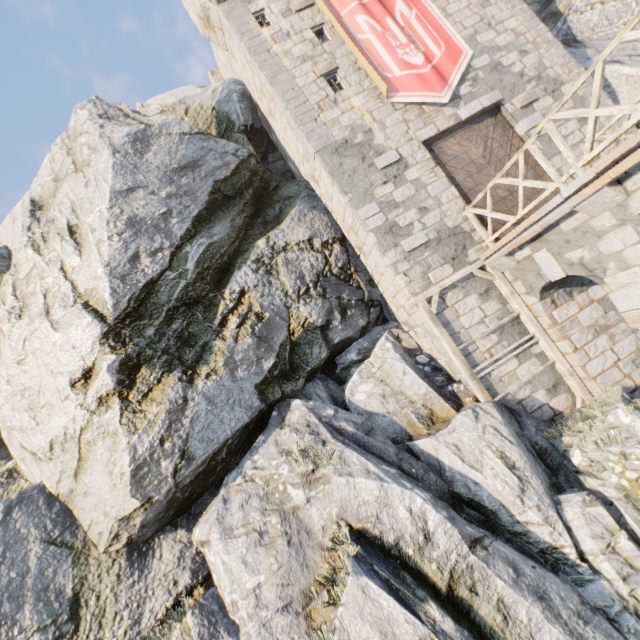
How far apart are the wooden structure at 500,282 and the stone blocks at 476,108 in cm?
459

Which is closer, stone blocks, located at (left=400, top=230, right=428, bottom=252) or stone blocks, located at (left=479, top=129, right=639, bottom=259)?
stone blocks, located at (left=479, top=129, right=639, bottom=259)

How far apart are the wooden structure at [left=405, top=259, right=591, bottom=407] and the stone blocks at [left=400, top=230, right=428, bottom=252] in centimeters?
119cm

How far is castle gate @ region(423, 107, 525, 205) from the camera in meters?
9.8 m

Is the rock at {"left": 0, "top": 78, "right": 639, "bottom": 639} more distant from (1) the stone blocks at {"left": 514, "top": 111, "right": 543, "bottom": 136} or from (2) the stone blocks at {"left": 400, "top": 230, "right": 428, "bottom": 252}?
(1) the stone blocks at {"left": 514, "top": 111, "right": 543, "bottom": 136}

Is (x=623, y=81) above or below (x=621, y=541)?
above

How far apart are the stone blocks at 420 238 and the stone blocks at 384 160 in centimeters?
224cm

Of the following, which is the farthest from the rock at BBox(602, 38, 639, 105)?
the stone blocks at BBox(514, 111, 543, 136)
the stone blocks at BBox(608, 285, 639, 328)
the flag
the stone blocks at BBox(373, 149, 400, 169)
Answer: the flag
